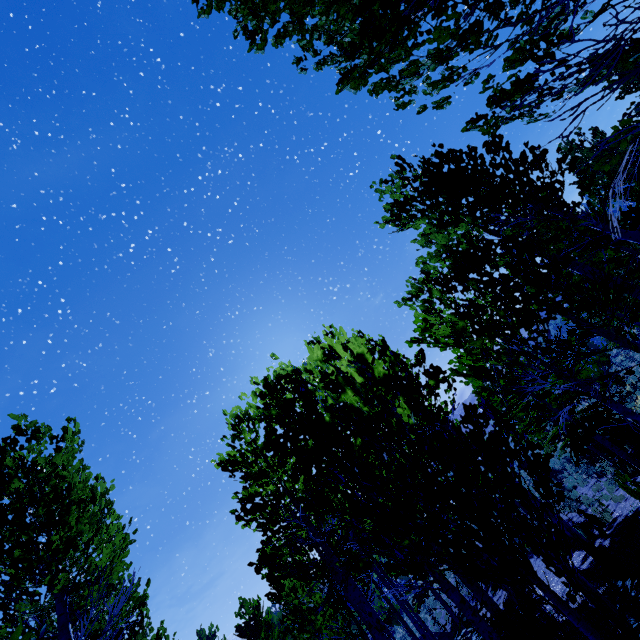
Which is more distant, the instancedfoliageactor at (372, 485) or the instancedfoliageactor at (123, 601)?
the instancedfoliageactor at (123, 601)

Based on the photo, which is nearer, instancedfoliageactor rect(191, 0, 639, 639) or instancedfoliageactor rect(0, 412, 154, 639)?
instancedfoliageactor rect(191, 0, 639, 639)

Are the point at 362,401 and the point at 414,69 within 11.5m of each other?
yes
